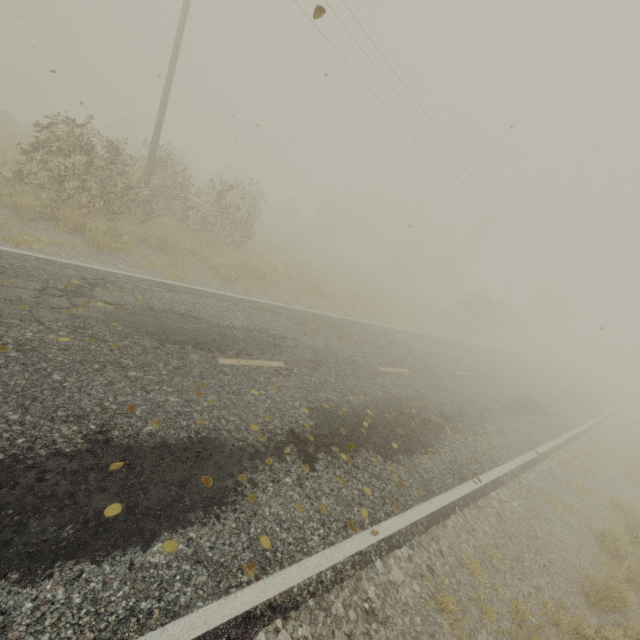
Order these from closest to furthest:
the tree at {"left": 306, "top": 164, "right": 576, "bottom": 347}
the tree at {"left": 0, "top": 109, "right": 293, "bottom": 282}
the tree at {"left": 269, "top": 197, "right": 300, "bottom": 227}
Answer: the tree at {"left": 0, "top": 109, "right": 293, "bottom": 282}
the tree at {"left": 306, "top": 164, "right": 576, "bottom": 347}
the tree at {"left": 269, "top": 197, "right": 300, "bottom": 227}

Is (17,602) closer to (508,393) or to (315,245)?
(508,393)

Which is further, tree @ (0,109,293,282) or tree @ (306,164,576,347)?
tree @ (306,164,576,347)

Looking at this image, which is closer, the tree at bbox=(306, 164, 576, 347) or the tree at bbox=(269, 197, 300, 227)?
the tree at bbox=(306, 164, 576, 347)

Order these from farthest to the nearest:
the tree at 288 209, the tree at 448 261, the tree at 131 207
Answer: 1. the tree at 288 209
2. the tree at 448 261
3. the tree at 131 207

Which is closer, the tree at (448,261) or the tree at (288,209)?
the tree at (448,261)

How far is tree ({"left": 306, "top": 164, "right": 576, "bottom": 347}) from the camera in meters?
29.6
